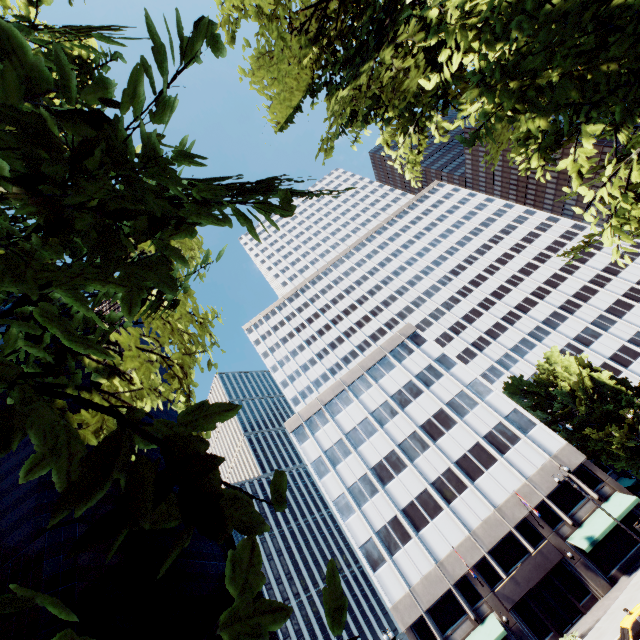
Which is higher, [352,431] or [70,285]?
[352,431]

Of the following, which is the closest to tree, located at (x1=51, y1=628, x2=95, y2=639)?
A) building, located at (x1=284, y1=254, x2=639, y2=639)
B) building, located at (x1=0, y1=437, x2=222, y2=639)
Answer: building, located at (x1=284, y1=254, x2=639, y2=639)

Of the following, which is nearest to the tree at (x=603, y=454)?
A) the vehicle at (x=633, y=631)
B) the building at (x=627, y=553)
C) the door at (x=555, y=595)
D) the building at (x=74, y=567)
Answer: the building at (x=627, y=553)

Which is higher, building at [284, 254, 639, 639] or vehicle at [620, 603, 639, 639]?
building at [284, 254, 639, 639]

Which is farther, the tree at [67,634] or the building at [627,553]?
the building at [627,553]

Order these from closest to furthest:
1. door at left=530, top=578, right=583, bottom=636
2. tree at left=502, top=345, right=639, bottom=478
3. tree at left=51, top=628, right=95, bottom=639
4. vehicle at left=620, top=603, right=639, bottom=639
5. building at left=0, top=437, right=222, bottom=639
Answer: tree at left=51, top=628, right=95, bottom=639, vehicle at left=620, top=603, right=639, bottom=639, door at left=530, top=578, right=583, bottom=636, tree at left=502, top=345, right=639, bottom=478, building at left=0, top=437, right=222, bottom=639

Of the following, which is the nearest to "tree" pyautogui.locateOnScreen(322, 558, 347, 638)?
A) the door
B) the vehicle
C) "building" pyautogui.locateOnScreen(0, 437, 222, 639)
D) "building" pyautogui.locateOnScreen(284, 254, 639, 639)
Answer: "building" pyautogui.locateOnScreen(284, 254, 639, 639)

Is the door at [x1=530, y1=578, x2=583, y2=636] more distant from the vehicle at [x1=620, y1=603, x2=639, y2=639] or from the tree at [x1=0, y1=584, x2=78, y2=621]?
the vehicle at [x1=620, y1=603, x2=639, y2=639]
